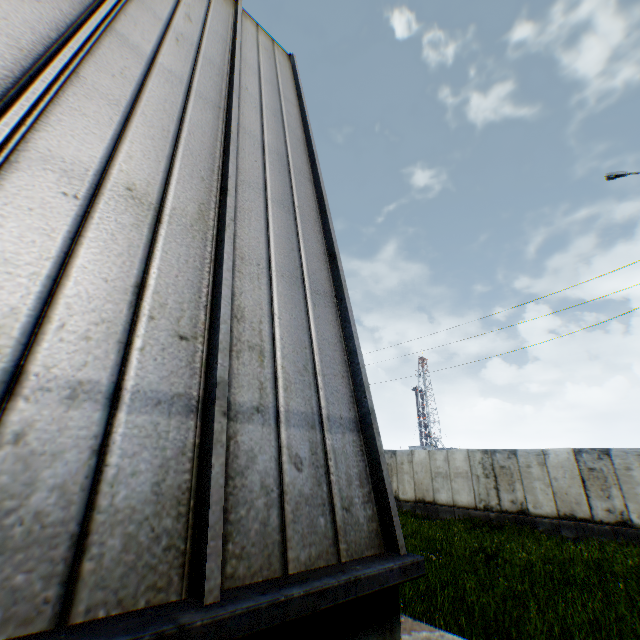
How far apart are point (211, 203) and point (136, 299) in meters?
1.3
